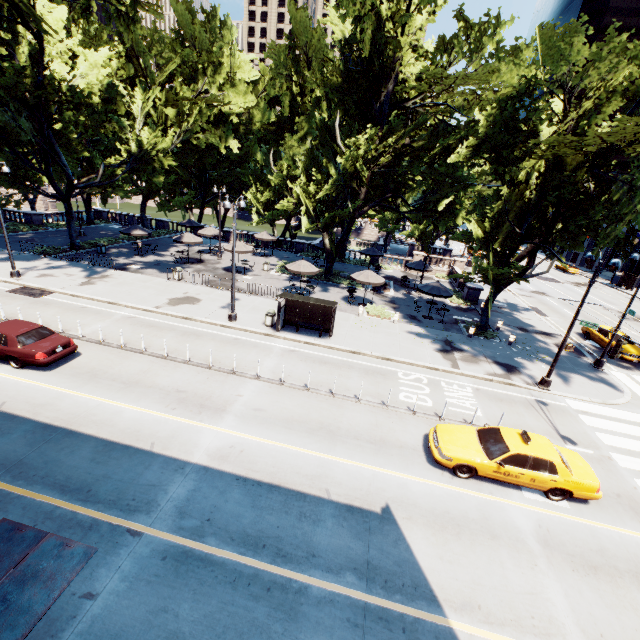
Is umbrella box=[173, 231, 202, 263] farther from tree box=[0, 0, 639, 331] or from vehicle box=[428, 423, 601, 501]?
vehicle box=[428, 423, 601, 501]

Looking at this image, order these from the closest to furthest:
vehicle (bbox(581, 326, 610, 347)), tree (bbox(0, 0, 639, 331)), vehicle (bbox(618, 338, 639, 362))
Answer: tree (bbox(0, 0, 639, 331))
vehicle (bbox(618, 338, 639, 362))
vehicle (bbox(581, 326, 610, 347))

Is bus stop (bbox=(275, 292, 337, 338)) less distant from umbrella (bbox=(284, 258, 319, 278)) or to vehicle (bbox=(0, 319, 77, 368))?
umbrella (bbox=(284, 258, 319, 278))

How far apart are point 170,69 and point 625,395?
45.3 meters

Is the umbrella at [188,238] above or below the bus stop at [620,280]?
above

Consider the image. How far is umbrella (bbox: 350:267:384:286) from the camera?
24.7m

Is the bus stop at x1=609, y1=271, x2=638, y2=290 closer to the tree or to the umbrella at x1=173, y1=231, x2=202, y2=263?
the tree

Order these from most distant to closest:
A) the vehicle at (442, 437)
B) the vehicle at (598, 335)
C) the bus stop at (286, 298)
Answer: the vehicle at (598, 335)
the bus stop at (286, 298)
the vehicle at (442, 437)
